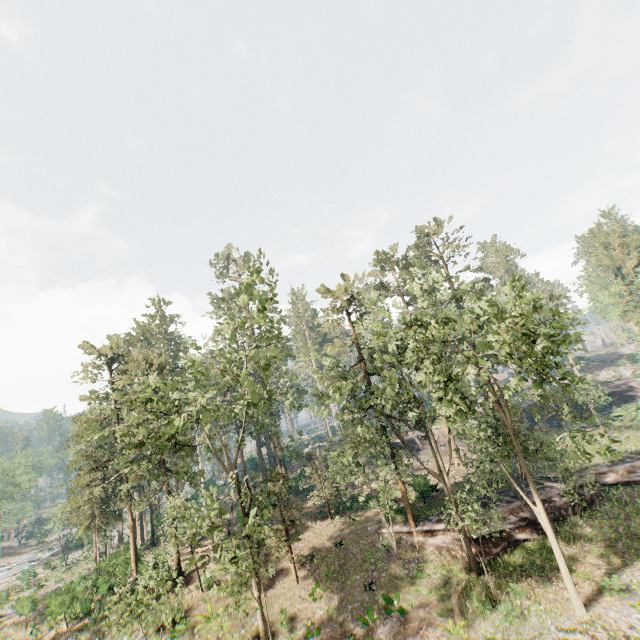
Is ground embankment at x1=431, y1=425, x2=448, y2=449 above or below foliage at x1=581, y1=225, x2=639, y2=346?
below

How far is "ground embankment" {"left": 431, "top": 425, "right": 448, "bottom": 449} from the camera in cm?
4838

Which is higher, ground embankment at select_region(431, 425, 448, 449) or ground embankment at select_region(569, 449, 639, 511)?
ground embankment at select_region(431, 425, 448, 449)

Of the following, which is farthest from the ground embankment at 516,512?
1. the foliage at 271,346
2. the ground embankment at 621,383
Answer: the ground embankment at 621,383

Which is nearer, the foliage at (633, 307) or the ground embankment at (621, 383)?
the foliage at (633, 307)

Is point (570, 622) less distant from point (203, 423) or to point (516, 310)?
point (516, 310)

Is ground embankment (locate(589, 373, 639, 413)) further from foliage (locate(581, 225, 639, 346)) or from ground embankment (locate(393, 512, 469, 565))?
ground embankment (locate(393, 512, 469, 565))

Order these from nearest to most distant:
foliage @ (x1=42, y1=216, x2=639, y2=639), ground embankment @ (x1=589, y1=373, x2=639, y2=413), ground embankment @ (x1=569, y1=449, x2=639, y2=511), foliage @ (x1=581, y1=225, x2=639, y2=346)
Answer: foliage @ (x1=42, y1=216, x2=639, y2=639) < ground embankment @ (x1=569, y1=449, x2=639, y2=511) < foliage @ (x1=581, y1=225, x2=639, y2=346) < ground embankment @ (x1=589, y1=373, x2=639, y2=413)
